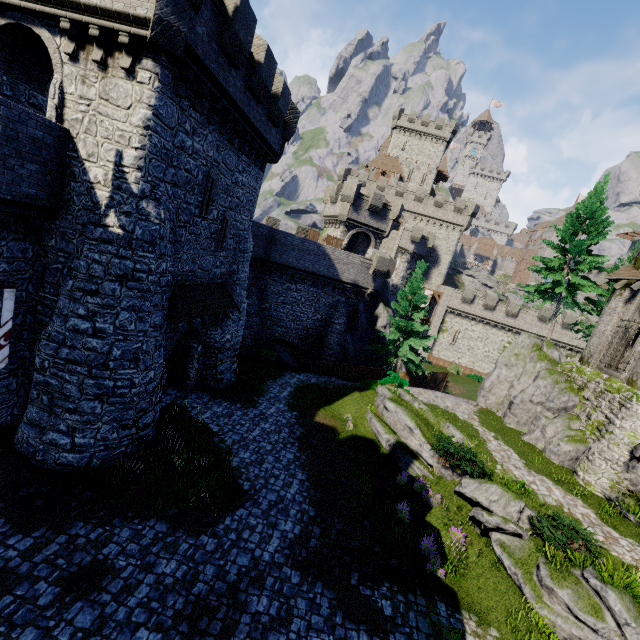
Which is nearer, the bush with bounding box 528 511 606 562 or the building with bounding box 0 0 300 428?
the building with bounding box 0 0 300 428

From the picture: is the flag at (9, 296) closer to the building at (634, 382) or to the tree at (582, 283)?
the building at (634, 382)

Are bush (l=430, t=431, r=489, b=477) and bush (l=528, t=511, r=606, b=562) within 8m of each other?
yes

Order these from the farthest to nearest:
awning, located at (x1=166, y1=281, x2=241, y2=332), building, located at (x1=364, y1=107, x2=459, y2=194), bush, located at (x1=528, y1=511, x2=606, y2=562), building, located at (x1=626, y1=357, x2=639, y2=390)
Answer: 1. building, located at (x1=364, y1=107, x2=459, y2=194)
2. building, located at (x1=626, y1=357, x2=639, y2=390)
3. awning, located at (x1=166, y1=281, x2=241, y2=332)
4. bush, located at (x1=528, y1=511, x2=606, y2=562)

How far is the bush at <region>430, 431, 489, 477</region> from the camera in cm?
1396

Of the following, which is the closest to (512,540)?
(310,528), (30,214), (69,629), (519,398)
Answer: (310,528)

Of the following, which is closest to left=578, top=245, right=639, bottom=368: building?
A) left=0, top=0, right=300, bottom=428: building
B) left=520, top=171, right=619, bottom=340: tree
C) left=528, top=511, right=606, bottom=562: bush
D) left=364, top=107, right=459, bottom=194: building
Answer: left=520, top=171, right=619, bottom=340: tree

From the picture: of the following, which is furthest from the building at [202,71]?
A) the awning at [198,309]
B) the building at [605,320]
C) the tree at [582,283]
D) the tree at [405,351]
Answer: the building at [605,320]
